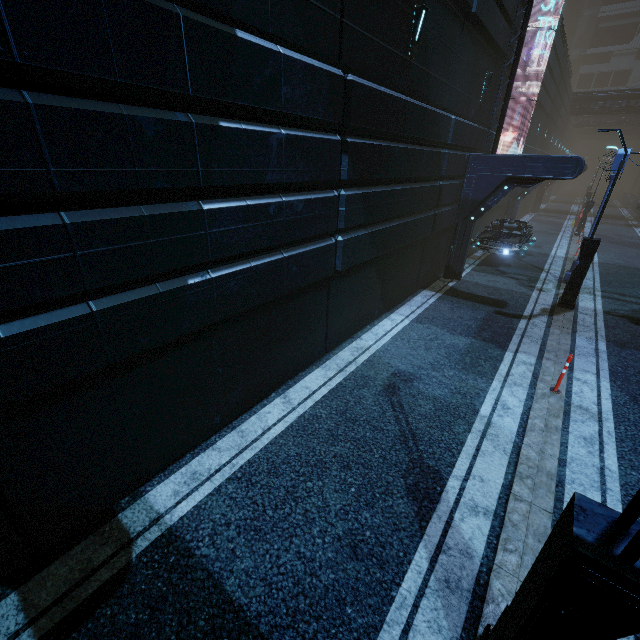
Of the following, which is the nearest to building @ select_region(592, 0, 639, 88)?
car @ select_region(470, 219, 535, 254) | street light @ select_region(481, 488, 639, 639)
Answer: car @ select_region(470, 219, 535, 254)

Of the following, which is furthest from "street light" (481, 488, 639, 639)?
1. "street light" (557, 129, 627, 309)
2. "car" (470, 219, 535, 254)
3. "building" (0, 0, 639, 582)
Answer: "car" (470, 219, 535, 254)

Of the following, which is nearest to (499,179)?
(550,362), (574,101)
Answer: (550,362)

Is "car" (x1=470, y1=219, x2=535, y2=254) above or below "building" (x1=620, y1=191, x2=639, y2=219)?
above

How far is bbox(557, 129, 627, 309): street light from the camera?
9.58m

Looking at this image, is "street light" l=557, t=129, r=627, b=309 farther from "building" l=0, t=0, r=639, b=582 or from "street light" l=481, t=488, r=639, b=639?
"street light" l=481, t=488, r=639, b=639

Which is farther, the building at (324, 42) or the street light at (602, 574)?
the building at (324, 42)

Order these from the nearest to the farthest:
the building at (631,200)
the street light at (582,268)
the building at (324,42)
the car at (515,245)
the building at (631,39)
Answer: the building at (324,42)
the street light at (582,268)
the car at (515,245)
the building at (631,200)
the building at (631,39)
